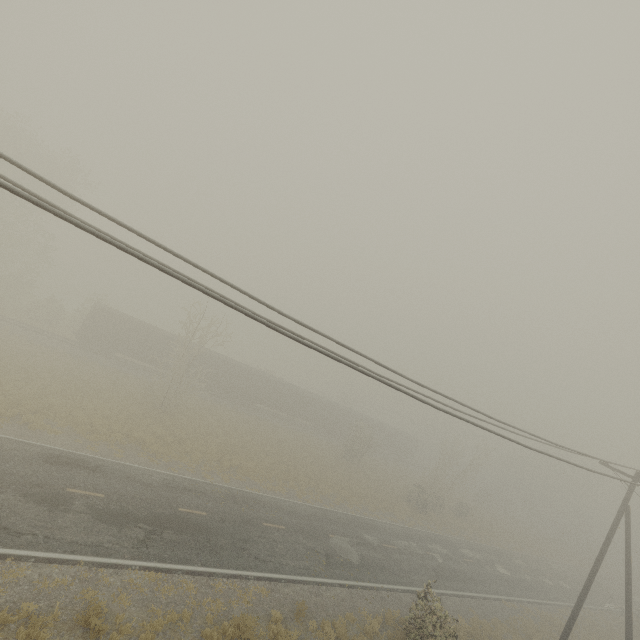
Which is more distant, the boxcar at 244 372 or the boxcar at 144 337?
the boxcar at 244 372

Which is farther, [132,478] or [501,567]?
[501,567]

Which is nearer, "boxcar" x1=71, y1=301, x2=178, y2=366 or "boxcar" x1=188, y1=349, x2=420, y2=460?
"boxcar" x1=71, y1=301, x2=178, y2=366

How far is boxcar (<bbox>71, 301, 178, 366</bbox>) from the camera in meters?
33.0

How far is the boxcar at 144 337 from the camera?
33.0 meters
